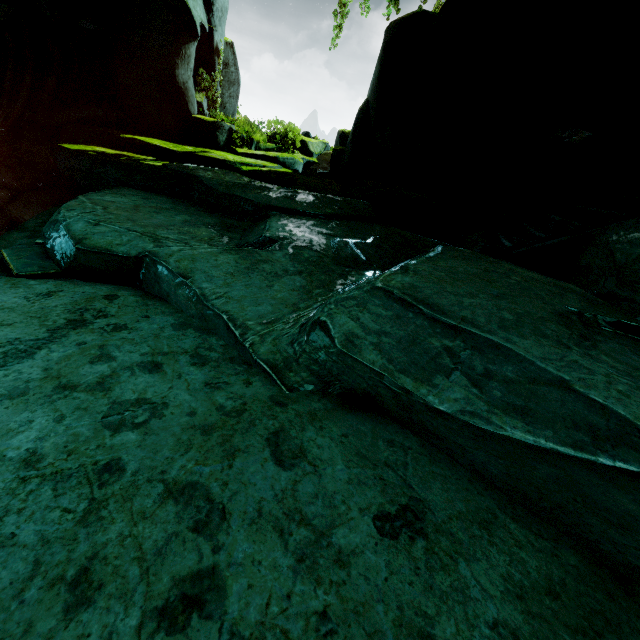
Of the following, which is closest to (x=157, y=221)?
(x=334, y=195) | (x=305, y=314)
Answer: (x=305, y=314)

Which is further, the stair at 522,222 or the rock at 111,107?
the stair at 522,222

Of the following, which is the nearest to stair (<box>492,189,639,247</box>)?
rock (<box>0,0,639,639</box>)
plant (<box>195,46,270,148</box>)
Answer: rock (<box>0,0,639,639</box>)

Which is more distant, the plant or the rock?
the plant

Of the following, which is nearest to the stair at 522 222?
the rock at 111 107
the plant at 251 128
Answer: the rock at 111 107

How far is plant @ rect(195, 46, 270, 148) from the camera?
10.0m

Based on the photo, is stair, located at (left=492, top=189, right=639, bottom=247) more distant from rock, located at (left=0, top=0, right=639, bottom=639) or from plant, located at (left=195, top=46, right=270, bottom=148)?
plant, located at (left=195, top=46, right=270, bottom=148)

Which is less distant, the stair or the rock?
the rock
